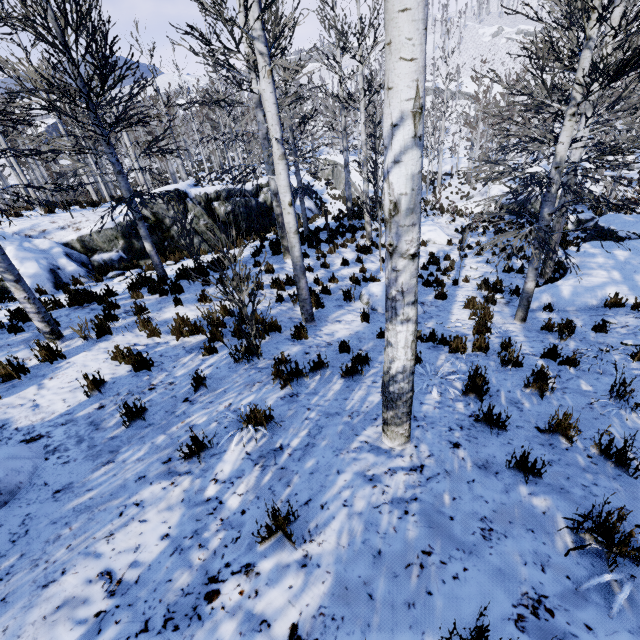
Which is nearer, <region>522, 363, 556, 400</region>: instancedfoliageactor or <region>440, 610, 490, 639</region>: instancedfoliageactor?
<region>440, 610, 490, 639</region>: instancedfoliageactor

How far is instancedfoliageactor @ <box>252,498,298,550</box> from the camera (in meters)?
2.24

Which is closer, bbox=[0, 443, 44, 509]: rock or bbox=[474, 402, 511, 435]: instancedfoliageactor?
bbox=[0, 443, 44, 509]: rock

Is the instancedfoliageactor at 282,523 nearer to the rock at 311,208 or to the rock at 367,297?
the rock at 367,297

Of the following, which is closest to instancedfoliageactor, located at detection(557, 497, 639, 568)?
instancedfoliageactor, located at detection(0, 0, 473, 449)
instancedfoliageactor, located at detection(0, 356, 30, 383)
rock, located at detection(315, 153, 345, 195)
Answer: instancedfoliageactor, located at detection(0, 0, 473, 449)

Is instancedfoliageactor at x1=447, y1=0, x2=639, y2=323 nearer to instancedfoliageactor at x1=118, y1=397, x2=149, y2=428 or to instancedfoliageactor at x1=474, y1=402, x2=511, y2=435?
instancedfoliageactor at x1=474, y1=402, x2=511, y2=435

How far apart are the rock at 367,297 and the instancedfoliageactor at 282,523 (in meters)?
6.10

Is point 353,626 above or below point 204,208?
above
